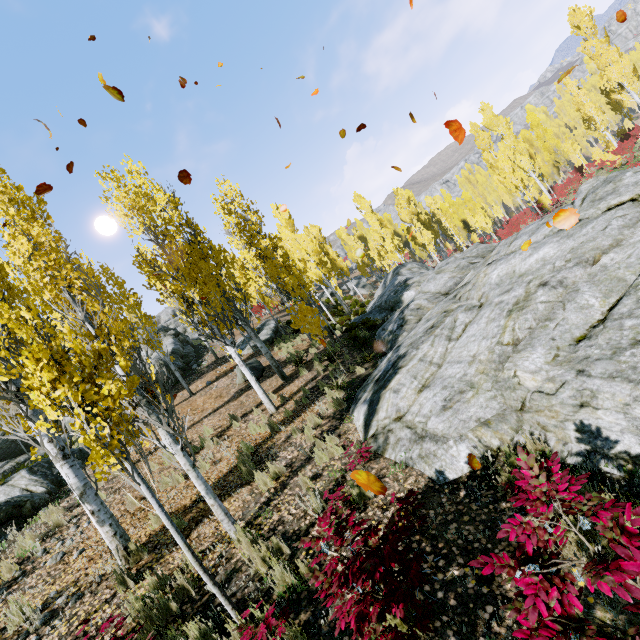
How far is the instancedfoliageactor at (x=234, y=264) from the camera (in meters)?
9.73

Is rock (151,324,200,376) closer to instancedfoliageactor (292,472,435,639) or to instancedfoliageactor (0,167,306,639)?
instancedfoliageactor (292,472,435,639)

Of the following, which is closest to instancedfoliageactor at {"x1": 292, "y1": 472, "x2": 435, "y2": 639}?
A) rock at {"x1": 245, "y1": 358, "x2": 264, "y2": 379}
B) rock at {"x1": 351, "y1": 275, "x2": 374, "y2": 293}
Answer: rock at {"x1": 351, "y1": 275, "x2": 374, "y2": 293}

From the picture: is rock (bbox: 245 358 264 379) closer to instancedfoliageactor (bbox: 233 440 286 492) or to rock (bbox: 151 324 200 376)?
instancedfoliageactor (bbox: 233 440 286 492)

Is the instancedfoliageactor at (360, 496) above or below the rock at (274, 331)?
below

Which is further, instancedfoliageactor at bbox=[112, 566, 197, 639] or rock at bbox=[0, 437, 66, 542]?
rock at bbox=[0, 437, 66, 542]

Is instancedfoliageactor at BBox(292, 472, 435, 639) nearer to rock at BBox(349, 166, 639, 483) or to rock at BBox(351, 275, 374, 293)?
rock at BBox(349, 166, 639, 483)

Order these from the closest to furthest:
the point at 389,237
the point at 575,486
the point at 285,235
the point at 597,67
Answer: the point at 575,486, the point at 597,67, the point at 285,235, the point at 389,237
